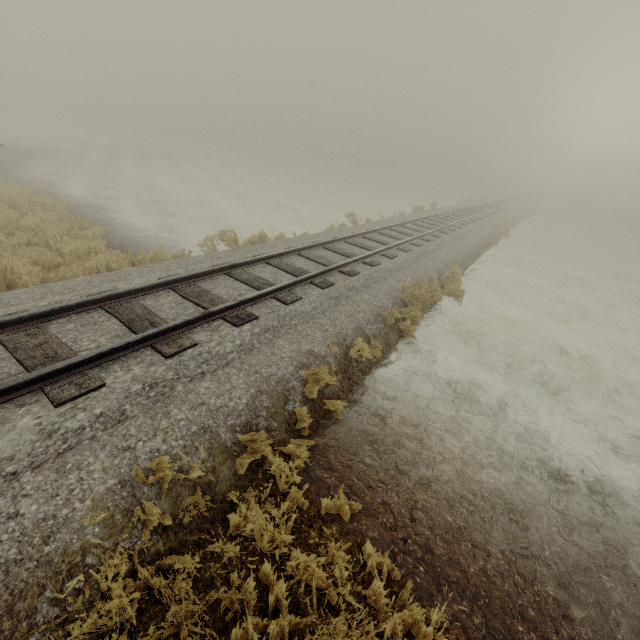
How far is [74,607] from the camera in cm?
271
